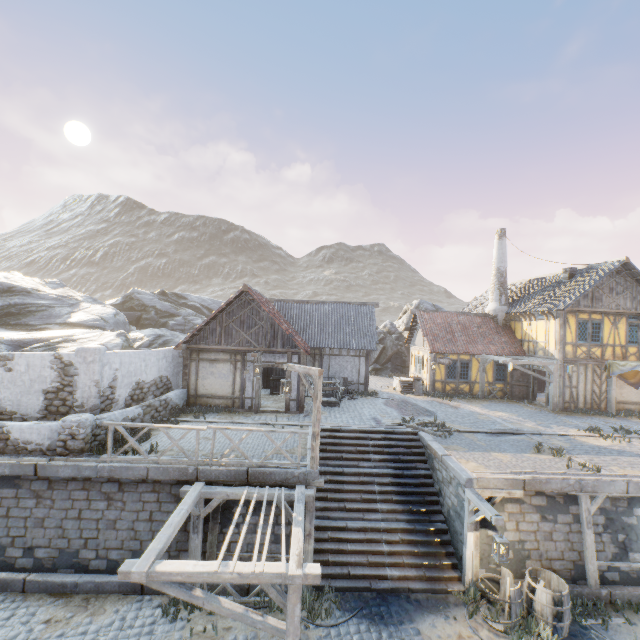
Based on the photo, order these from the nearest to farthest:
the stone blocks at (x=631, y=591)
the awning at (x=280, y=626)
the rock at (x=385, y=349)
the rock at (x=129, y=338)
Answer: the awning at (x=280, y=626)
the stone blocks at (x=631, y=591)
the rock at (x=129, y=338)
the rock at (x=385, y=349)

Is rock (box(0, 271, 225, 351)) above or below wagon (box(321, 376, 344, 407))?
above

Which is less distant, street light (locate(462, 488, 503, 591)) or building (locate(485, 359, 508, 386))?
street light (locate(462, 488, 503, 591))

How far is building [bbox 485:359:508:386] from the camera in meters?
21.5 m

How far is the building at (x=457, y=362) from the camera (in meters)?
21.44

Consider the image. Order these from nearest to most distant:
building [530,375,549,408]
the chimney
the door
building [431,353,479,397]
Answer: building [530,375,549,408], the door, building [431,353,479,397], the chimney

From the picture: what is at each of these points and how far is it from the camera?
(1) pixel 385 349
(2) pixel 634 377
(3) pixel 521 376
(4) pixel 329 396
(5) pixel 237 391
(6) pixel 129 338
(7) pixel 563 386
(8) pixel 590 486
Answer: (1) rock, 30.47m
(2) fabric, 18.53m
(3) door, 21.05m
(4) wagon, 18.72m
(5) building, 15.43m
(6) rock, 18.39m
(7) building, 18.58m
(8) stone blocks, 9.66m

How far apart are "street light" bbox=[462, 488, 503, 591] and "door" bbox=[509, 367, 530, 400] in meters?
14.3
